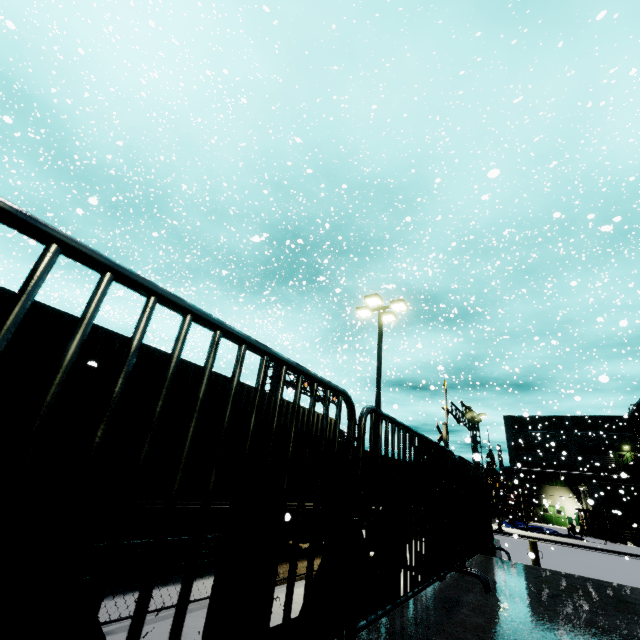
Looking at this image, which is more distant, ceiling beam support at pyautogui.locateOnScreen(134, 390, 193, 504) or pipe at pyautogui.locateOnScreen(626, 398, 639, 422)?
pipe at pyautogui.locateOnScreen(626, 398, 639, 422)

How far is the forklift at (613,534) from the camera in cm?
2830

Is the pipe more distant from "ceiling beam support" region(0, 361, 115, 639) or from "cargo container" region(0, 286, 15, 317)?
"ceiling beam support" region(0, 361, 115, 639)

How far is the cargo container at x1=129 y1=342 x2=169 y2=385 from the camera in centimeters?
625cm

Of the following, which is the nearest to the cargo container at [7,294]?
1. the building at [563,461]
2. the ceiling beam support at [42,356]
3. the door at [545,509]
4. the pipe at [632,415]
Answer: the building at [563,461]

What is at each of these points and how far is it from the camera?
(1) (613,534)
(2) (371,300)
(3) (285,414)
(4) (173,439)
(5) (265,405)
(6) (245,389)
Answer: (1) forklift, 28.73m
(2) light, 14.80m
(3) cargo container, 9.66m
(4) ceiling beam support, 1.24m
(5) cargo container, 9.02m
(6) cargo container, 8.46m

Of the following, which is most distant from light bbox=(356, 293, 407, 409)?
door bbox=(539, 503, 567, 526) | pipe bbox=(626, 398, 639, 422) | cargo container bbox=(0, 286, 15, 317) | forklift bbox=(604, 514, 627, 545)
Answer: door bbox=(539, 503, 567, 526)

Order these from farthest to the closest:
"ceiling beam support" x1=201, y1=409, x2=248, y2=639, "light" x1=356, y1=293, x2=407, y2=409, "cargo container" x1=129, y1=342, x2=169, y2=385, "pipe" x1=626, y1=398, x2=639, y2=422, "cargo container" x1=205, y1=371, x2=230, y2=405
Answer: "pipe" x1=626, y1=398, x2=639, y2=422 → "light" x1=356, y1=293, x2=407, y2=409 → "cargo container" x1=205, y1=371, x2=230, y2=405 → "cargo container" x1=129, y1=342, x2=169, y2=385 → "ceiling beam support" x1=201, y1=409, x2=248, y2=639
